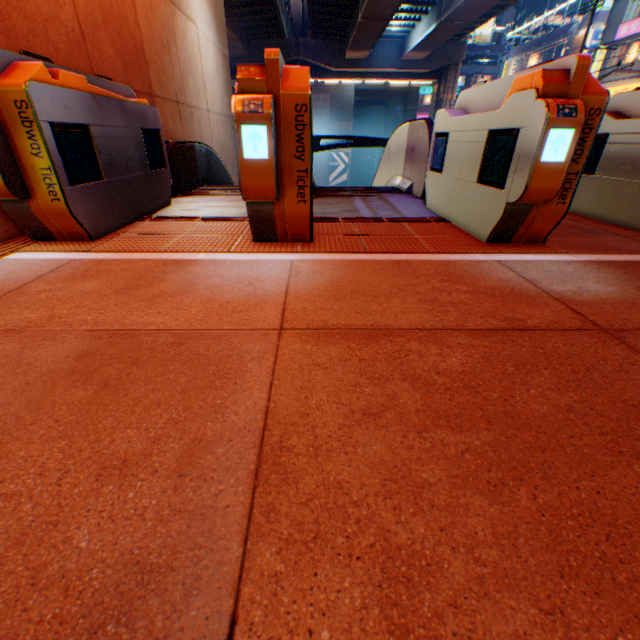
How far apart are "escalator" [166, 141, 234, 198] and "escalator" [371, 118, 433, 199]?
3.30m

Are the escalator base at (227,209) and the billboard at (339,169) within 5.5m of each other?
no

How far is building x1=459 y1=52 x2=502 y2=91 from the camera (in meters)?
56.81

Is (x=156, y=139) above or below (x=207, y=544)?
above

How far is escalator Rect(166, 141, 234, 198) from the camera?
4.5m

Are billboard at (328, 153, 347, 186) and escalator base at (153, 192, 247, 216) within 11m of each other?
no

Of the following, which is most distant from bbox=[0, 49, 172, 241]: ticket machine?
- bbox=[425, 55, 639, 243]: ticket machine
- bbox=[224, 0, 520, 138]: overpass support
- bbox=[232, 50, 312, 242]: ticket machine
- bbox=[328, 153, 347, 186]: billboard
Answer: bbox=[328, 153, 347, 186]: billboard

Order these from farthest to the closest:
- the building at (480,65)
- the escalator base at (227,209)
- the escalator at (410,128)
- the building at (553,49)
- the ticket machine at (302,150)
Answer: the building at (480,65), the building at (553,49), the escalator at (410,128), the escalator base at (227,209), the ticket machine at (302,150)
